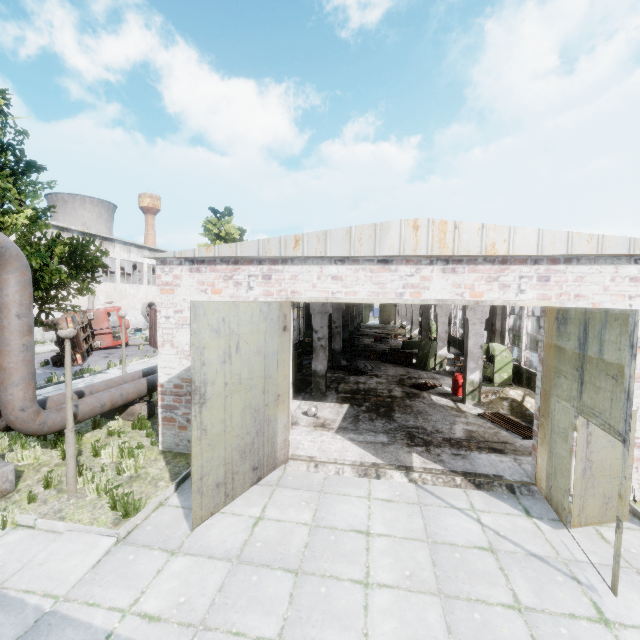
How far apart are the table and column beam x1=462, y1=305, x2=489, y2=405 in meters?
6.3 m

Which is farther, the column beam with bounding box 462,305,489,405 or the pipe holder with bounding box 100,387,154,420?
the column beam with bounding box 462,305,489,405

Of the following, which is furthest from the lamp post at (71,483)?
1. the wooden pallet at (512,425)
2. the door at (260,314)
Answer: the wooden pallet at (512,425)

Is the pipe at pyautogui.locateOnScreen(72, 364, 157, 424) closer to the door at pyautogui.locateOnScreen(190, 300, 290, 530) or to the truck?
the door at pyautogui.locateOnScreen(190, 300, 290, 530)

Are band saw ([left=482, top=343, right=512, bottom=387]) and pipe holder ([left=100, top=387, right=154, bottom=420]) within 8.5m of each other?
no

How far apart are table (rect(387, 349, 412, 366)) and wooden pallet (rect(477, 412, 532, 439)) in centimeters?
797cm

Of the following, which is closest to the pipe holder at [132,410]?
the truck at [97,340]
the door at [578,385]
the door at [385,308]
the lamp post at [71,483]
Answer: the lamp post at [71,483]

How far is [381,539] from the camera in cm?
540
